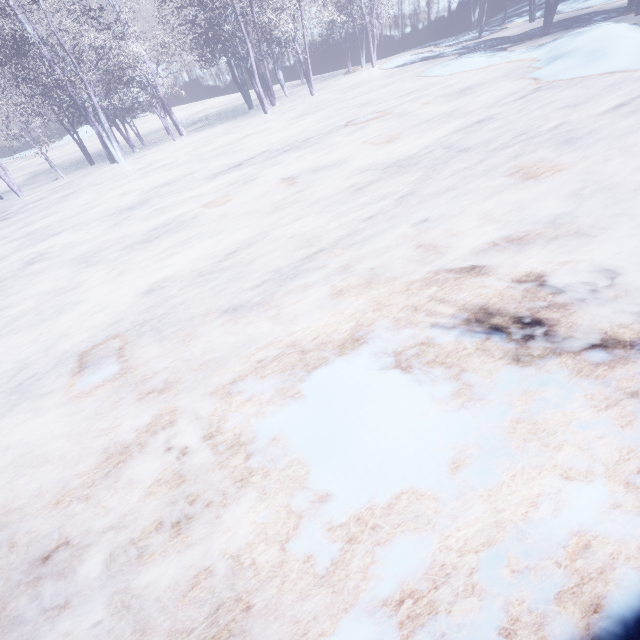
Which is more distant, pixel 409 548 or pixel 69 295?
pixel 69 295
